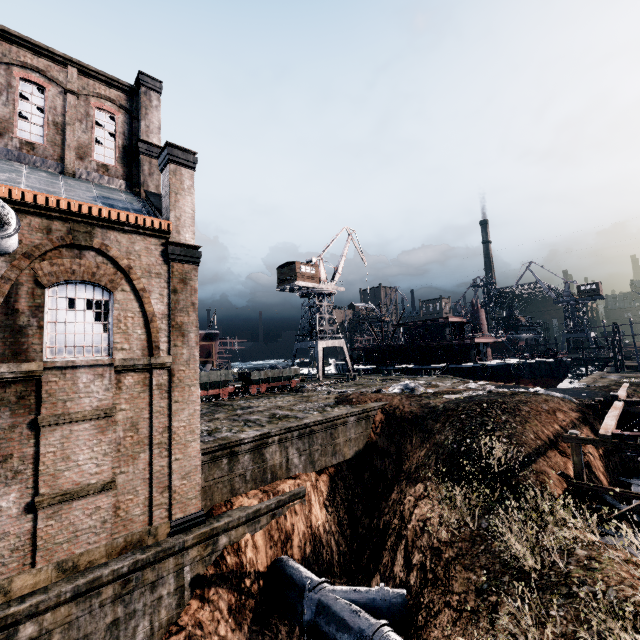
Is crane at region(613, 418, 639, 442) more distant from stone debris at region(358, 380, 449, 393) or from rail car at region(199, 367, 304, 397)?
rail car at region(199, 367, 304, 397)

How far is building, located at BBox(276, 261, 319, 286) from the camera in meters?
46.6

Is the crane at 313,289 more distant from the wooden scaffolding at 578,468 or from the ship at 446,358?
the wooden scaffolding at 578,468

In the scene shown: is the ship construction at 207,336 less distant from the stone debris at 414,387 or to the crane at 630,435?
the stone debris at 414,387

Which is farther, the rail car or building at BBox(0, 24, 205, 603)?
the rail car

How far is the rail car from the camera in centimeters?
2884cm

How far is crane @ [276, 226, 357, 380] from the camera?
47.4m

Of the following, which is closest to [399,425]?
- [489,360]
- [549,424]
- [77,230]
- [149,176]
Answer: [549,424]
